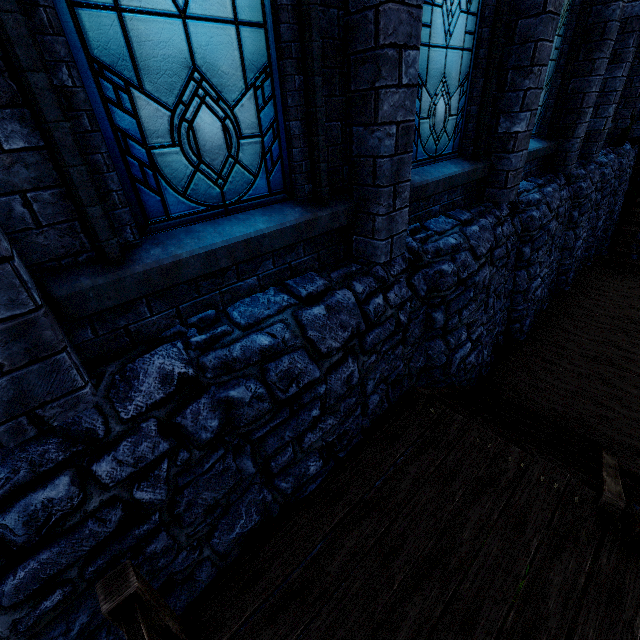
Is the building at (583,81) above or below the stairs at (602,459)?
above

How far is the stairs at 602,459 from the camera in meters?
3.0 m

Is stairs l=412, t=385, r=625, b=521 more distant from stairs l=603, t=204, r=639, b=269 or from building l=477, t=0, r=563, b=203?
stairs l=603, t=204, r=639, b=269

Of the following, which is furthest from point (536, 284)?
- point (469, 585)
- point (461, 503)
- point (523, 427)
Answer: Result: point (469, 585)

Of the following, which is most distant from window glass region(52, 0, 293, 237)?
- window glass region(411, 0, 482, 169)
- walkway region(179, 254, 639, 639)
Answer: walkway region(179, 254, 639, 639)

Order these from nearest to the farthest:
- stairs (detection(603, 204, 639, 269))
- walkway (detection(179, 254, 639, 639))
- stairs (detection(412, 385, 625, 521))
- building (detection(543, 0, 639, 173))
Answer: walkway (detection(179, 254, 639, 639)) < stairs (detection(412, 385, 625, 521)) < building (detection(543, 0, 639, 173)) < stairs (detection(603, 204, 639, 269))

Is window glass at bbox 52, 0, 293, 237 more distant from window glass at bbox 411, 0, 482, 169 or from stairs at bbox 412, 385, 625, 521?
stairs at bbox 412, 385, 625, 521

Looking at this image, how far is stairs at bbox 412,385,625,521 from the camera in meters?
3.0
